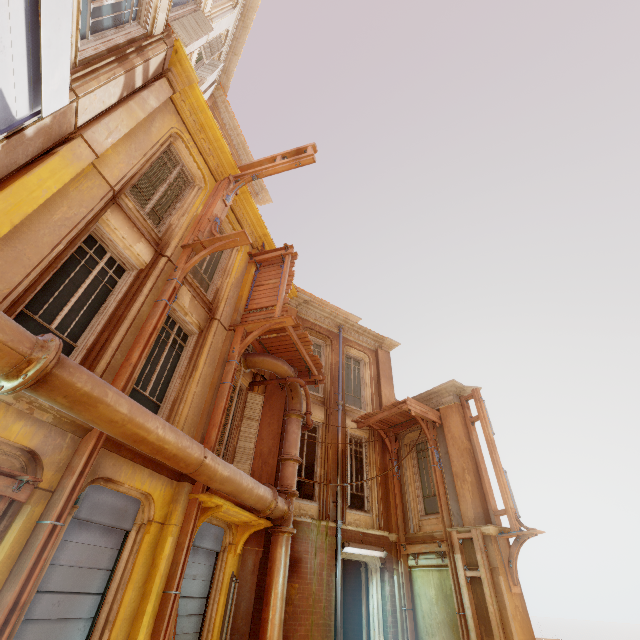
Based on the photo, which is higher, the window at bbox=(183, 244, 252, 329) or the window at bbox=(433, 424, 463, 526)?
the window at bbox=(183, 244, 252, 329)

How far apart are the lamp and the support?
3.0m

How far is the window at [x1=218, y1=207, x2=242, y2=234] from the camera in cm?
1034

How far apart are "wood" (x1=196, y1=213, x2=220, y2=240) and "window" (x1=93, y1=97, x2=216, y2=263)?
0.44m

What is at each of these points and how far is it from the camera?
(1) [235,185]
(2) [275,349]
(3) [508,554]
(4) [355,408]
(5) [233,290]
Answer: (1) wood, 9.5m
(2) wood, 10.4m
(3) wood, 8.7m
(4) window, 13.6m
(5) window, 9.9m

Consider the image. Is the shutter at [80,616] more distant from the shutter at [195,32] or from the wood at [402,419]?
the shutter at [195,32]

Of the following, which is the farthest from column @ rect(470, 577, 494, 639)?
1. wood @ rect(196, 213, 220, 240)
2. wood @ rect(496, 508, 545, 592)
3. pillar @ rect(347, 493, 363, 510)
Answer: wood @ rect(196, 213, 220, 240)

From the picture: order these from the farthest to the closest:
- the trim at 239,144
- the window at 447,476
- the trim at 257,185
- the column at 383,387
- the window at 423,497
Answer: the trim at 257,185
the trim at 239,144
the column at 383,387
the window at 423,497
the window at 447,476
